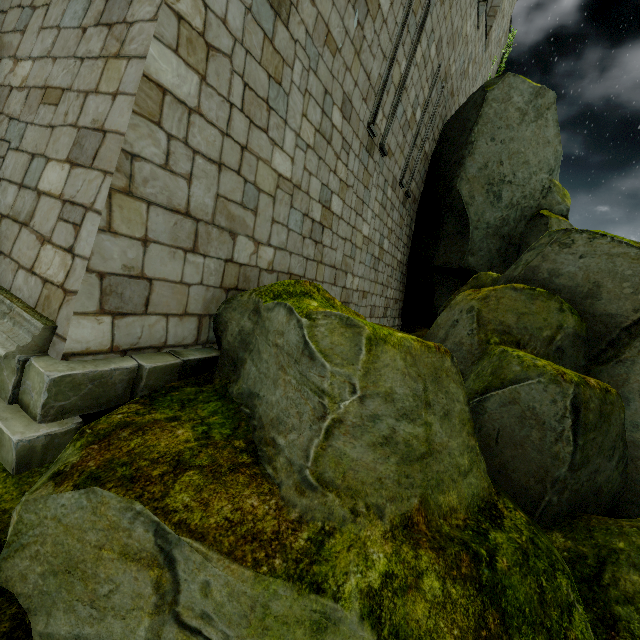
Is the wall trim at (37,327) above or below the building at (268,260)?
below

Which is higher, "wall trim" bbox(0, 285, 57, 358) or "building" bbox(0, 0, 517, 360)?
"building" bbox(0, 0, 517, 360)

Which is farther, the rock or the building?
the building

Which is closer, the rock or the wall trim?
the rock

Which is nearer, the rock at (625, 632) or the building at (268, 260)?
the rock at (625, 632)

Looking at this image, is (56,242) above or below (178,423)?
above
